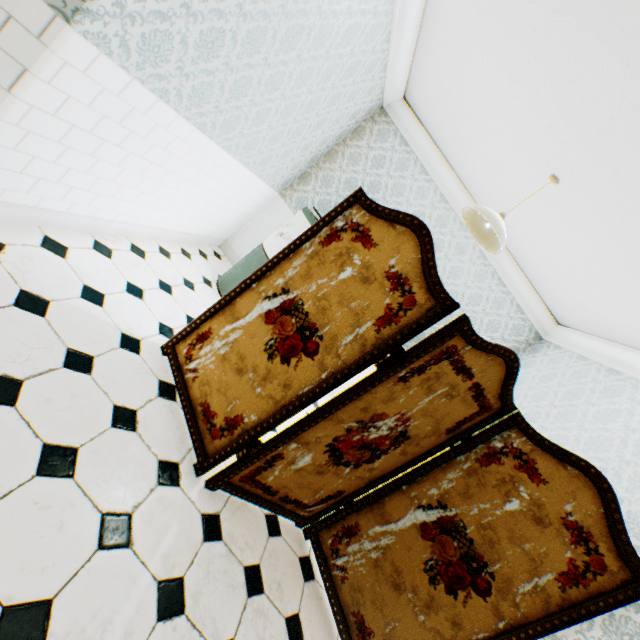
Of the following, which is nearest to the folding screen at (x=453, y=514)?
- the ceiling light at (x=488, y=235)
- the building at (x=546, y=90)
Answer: the building at (x=546, y=90)

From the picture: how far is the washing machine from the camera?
3.62m

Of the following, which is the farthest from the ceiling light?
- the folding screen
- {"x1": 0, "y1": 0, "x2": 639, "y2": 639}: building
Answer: the folding screen

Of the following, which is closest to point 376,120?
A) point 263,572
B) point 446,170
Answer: point 446,170

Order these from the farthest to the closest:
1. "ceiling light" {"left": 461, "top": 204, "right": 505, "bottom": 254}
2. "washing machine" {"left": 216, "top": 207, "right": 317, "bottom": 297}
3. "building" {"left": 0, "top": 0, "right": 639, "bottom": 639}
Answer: "washing machine" {"left": 216, "top": 207, "right": 317, "bottom": 297} → "ceiling light" {"left": 461, "top": 204, "right": 505, "bottom": 254} → "building" {"left": 0, "top": 0, "right": 639, "bottom": 639}

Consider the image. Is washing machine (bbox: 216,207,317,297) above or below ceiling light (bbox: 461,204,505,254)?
below

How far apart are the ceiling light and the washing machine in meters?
1.3 m
